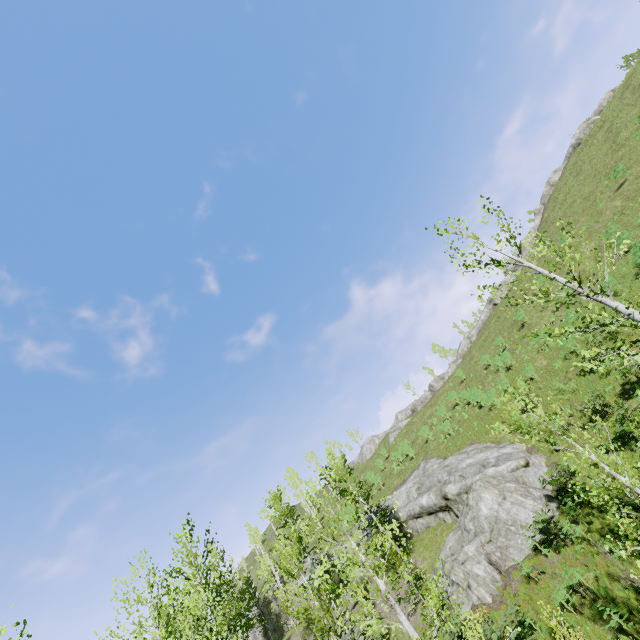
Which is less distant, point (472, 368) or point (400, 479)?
point (400, 479)

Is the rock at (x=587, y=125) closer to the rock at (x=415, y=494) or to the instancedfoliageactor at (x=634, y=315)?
the rock at (x=415, y=494)

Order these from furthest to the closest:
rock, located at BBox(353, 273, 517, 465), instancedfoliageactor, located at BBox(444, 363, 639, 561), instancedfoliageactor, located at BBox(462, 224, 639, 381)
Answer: rock, located at BBox(353, 273, 517, 465) → instancedfoliageactor, located at BBox(462, 224, 639, 381) → instancedfoliageactor, located at BBox(444, 363, 639, 561)

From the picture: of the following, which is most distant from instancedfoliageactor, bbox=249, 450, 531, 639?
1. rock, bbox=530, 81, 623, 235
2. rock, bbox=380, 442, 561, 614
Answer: rock, bbox=530, 81, 623, 235

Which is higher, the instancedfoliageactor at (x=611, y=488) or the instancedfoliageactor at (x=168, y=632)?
the instancedfoliageactor at (x=168, y=632)

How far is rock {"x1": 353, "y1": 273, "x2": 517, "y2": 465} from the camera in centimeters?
4694cm

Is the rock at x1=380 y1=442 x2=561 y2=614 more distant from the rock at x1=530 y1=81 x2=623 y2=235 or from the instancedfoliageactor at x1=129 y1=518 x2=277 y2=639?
the rock at x1=530 y1=81 x2=623 y2=235
